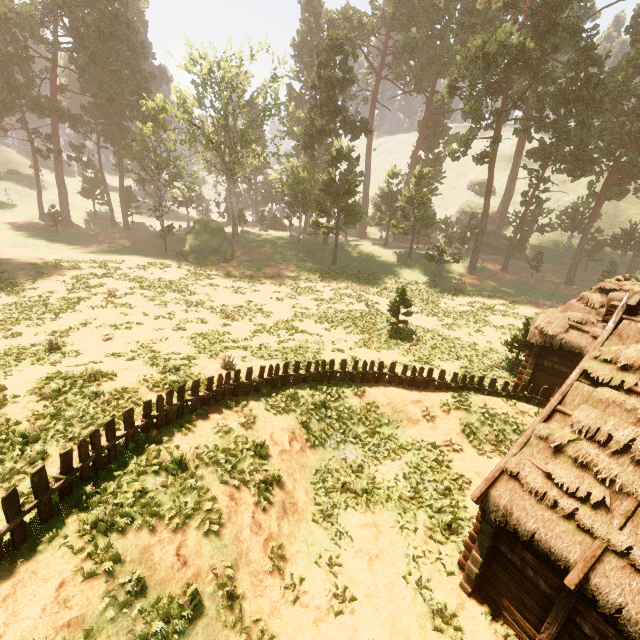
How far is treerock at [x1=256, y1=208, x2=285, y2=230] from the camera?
53.8 meters

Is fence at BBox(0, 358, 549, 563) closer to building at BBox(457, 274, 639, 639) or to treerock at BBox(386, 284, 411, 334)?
building at BBox(457, 274, 639, 639)

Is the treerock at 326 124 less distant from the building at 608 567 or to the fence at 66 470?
the building at 608 567

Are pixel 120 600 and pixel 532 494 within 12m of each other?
yes

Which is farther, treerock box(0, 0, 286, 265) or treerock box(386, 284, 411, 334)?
treerock box(0, 0, 286, 265)

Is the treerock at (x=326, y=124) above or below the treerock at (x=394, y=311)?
above

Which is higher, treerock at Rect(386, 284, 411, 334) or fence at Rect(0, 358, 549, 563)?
treerock at Rect(386, 284, 411, 334)
